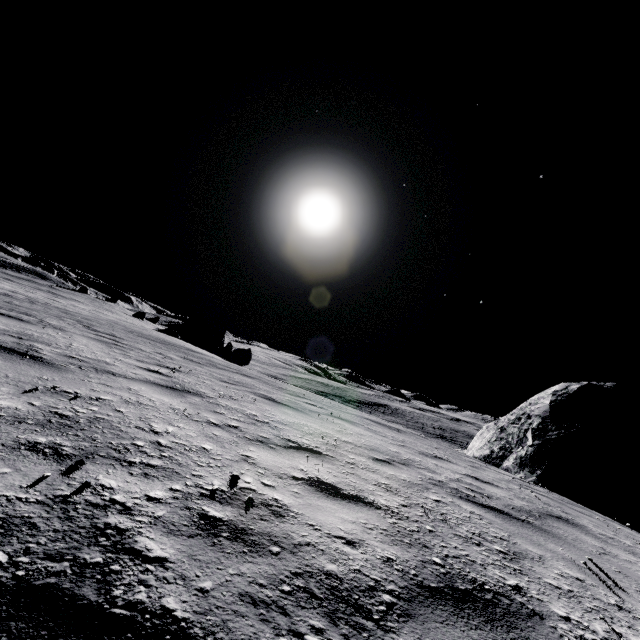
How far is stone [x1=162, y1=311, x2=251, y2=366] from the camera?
29.2 meters

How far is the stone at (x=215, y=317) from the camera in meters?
29.2 m

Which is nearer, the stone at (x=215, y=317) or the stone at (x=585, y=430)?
the stone at (x=585, y=430)

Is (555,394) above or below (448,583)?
above

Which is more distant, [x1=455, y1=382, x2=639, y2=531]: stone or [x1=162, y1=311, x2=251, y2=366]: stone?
[x1=162, y1=311, x2=251, y2=366]: stone
